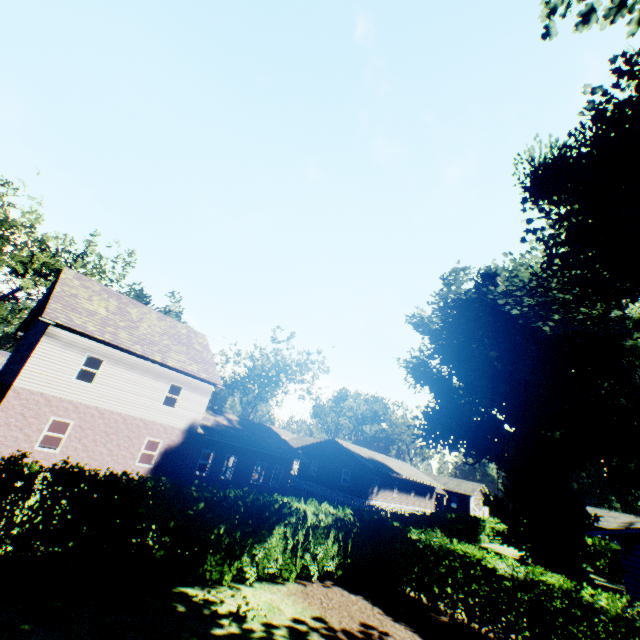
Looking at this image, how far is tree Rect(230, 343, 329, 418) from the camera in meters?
40.6

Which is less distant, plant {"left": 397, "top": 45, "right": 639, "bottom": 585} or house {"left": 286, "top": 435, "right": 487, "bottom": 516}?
plant {"left": 397, "top": 45, "right": 639, "bottom": 585}

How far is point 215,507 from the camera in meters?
8.7 m

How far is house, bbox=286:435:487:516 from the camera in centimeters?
3679cm

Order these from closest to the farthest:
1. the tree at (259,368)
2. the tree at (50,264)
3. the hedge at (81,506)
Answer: the hedge at (81,506) < the tree at (50,264) < the tree at (259,368)

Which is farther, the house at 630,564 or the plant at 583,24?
the house at 630,564

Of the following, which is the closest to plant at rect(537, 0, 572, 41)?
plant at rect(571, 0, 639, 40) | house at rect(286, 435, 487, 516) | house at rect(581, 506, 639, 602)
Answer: plant at rect(571, 0, 639, 40)

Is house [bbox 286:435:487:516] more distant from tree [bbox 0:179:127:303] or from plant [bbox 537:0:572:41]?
plant [bbox 537:0:572:41]
